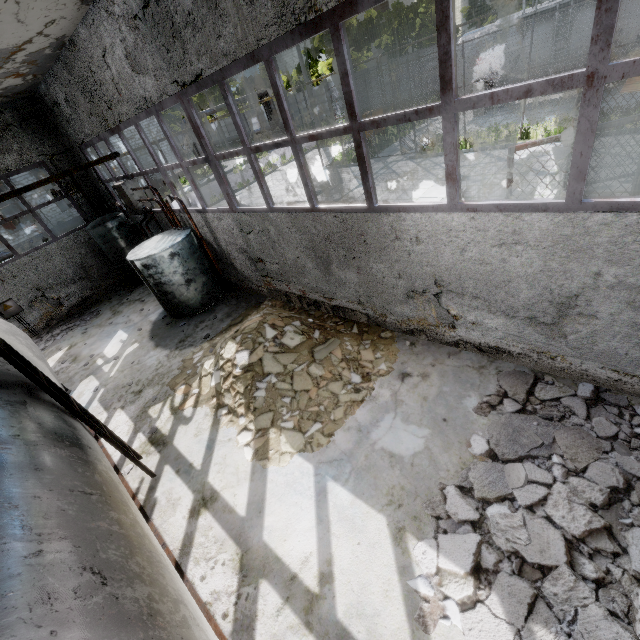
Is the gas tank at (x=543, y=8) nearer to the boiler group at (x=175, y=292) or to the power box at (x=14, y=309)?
the boiler group at (x=175, y=292)

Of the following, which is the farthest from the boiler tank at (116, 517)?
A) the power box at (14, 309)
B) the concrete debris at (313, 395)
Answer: the power box at (14, 309)

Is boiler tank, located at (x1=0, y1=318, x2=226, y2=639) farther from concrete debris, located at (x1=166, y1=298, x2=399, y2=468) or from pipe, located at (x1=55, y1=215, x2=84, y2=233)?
pipe, located at (x1=55, y1=215, x2=84, y2=233)

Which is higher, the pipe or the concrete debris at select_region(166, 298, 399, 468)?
the pipe

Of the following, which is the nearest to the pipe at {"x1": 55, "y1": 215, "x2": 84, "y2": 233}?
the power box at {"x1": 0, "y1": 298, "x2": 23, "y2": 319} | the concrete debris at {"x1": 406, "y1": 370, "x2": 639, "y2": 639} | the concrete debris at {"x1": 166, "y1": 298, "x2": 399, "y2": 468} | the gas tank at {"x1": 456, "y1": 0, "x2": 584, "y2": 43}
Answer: the power box at {"x1": 0, "y1": 298, "x2": 23, "y2": 319}

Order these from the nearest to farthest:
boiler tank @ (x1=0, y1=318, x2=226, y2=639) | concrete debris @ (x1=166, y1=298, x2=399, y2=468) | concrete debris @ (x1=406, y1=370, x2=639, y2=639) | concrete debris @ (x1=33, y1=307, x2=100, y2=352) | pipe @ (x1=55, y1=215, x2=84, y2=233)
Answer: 1. boiler tank @ (x1=0, y1=318, x2=226, y2=639)
2. concrete debris @ (x1=406, y1=370, x2=639, y2=639)
3. concrete debris @ (x1=166, y1=298, x2=399, y2=468)
4. concrete debris @ (x1=33, y1=307, x2=100, y2=352)
5. pipe @ (x1=55, y1=215, x2=84, y2=233)

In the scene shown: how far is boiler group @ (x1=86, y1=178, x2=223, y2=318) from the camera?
9.0m

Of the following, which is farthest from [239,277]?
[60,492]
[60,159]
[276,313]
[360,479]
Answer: [60,159]
